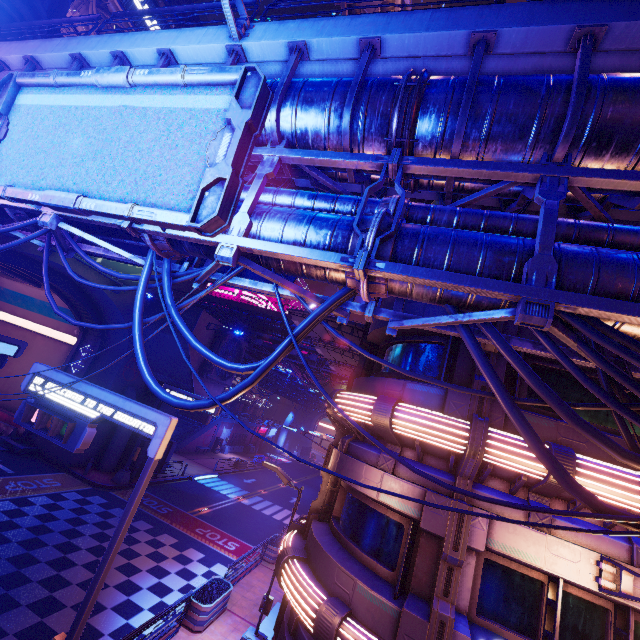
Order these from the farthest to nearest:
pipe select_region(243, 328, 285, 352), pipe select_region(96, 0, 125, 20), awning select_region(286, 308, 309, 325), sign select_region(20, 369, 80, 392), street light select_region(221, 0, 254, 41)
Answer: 1. pipe select_region(243, 328, 285, 352)
2. pipe select_region(96, 0, 125, 20)
3. awning select_region(286, 308, 309, 325)
4. sign select_region(20, 369, 80, 392)
5. street light select_region(221, 0, 254, 41)

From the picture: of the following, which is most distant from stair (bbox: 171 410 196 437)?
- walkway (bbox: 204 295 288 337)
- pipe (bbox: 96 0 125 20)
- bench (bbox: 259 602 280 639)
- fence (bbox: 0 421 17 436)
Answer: pipe (bbox: 96 0 125 20)

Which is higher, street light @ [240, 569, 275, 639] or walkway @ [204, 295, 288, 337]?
walkway @ [204, 295, 288, 337]

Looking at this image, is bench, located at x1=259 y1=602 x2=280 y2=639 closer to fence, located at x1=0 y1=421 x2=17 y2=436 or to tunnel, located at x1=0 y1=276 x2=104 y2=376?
tunnel, located at x1=0 y1=276 x2=104 y2=376

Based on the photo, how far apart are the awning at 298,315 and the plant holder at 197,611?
11.50m

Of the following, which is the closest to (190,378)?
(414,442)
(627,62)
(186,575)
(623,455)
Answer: (186,575)

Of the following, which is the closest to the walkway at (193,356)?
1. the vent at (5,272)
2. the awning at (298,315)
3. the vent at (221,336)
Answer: the vent at (221,336)

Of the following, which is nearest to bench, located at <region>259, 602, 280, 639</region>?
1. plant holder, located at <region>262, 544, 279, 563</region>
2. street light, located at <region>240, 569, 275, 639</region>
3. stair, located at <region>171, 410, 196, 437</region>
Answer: street light, located at <region>240, 569, 275, 639</region>
